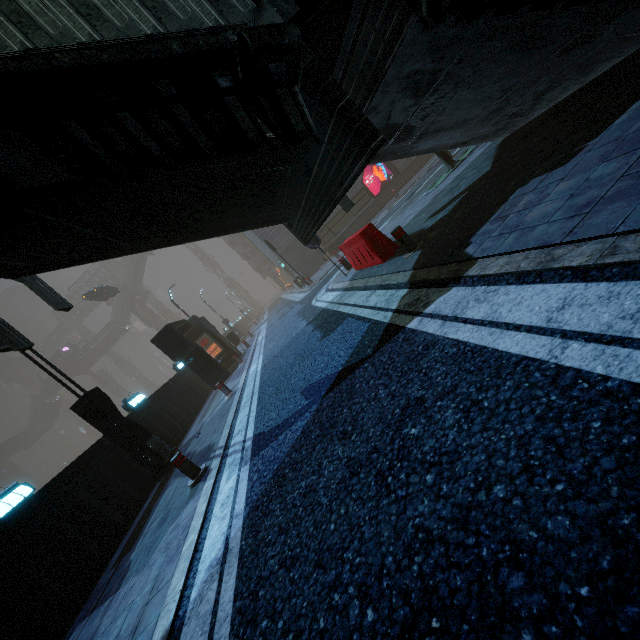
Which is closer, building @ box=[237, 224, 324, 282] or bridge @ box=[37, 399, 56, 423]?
building @ box=[237, 224, 324, 282]

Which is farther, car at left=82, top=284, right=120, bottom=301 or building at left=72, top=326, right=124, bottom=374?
building at left=72, top=326, right=124, bottom=374

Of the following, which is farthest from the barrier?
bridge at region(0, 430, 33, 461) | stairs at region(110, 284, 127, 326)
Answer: bridge at region(0, 430, 33, 461)

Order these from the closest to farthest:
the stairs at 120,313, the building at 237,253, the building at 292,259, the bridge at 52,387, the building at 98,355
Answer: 1. the building at 292,259
2. the building at 237,253
3. the bridge at 52,387
4. the stairs at 120,313
5. the building at 98,355

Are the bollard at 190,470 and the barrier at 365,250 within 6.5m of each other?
yes

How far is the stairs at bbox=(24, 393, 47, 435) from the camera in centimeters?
5727cm

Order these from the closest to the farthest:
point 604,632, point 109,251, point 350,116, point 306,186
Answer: point 604,632
point 350,116
point 306,186
point 109,251

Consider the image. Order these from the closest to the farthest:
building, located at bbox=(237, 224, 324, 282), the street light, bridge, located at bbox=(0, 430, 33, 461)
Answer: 1. the street light
2. building, located at bbox=(237, 224, 324, 282)
3. bridge, located at bbox=(0, 430, 33, 461)
